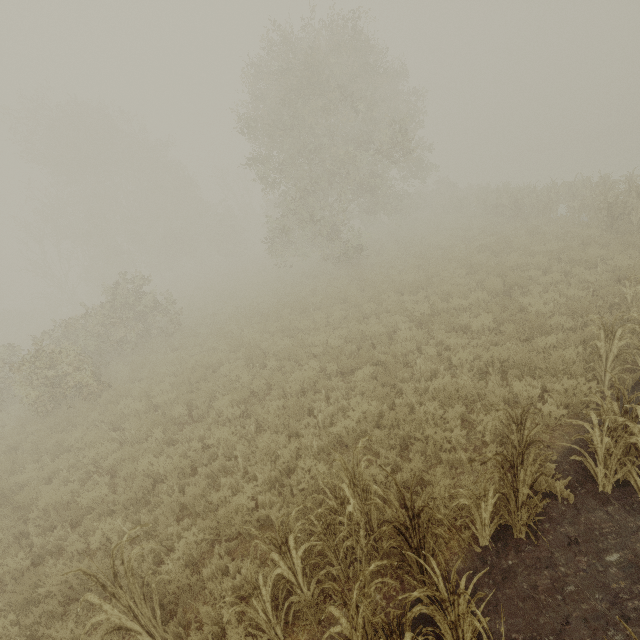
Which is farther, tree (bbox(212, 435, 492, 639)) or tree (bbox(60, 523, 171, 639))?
tree (bbox(60, 523, 171, 639))

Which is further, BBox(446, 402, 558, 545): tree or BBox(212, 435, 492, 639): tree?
BBox(446, 402, 558, 545): tree

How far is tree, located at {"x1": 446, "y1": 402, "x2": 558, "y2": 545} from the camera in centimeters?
376cm

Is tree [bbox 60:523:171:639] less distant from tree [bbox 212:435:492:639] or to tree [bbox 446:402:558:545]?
tree [bbox 212:435:492:639]

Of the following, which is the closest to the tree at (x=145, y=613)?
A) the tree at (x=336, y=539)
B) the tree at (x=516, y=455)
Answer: the tree at (x=336, y=539)

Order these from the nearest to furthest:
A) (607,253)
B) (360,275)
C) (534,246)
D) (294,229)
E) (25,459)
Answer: (25,459) → (607,253) → (534,246) → (360,275) → (294,229)
